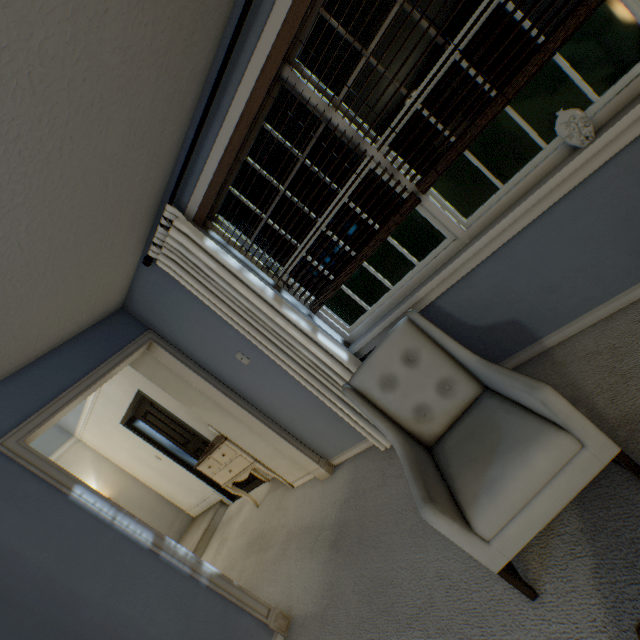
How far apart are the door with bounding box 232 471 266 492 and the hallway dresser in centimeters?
8cm

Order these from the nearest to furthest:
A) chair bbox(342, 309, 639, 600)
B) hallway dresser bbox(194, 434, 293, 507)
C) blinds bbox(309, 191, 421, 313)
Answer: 1. chair bbox(342, 309, 639, 600)
2. blinds bbox(309, 191, 421, 313)
3. hallway dresser bbox(194, 434, 293, 507)

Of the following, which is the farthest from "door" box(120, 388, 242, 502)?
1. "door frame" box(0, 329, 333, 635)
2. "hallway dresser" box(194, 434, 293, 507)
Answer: "door frame" box(0, 329, 333, 635)

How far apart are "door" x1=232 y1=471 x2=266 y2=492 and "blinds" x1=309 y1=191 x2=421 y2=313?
3.1 meters

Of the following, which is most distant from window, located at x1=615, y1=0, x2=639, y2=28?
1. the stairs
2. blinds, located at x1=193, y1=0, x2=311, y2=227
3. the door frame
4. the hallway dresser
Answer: the stairs

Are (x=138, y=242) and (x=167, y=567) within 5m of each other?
yes

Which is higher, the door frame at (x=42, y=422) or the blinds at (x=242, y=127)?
the blinds at (x=242, y=127)

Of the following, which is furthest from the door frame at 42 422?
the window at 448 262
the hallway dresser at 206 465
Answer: the window at 448 262
